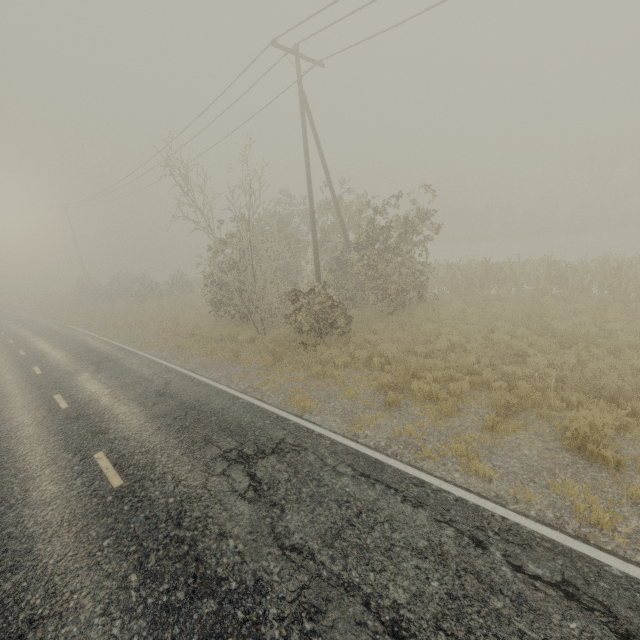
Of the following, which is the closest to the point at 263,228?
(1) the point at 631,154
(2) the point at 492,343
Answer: (2) the point at 492,343
